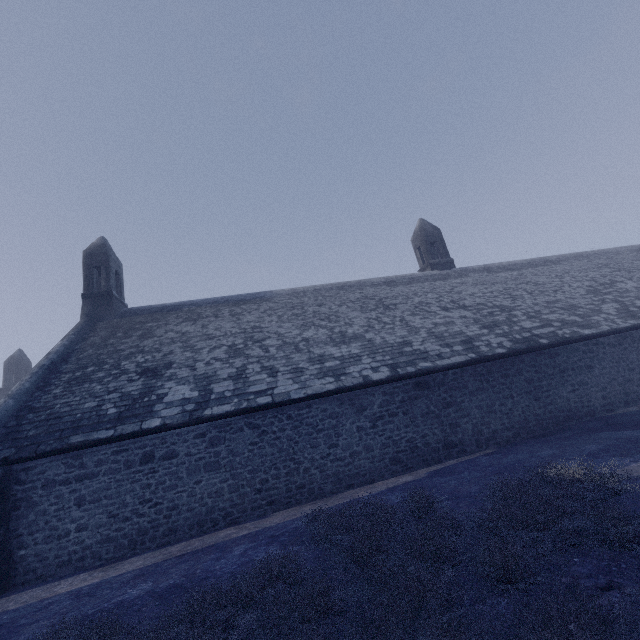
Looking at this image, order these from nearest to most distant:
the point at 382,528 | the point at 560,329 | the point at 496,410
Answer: the point at 382,528 → the point at 496,410 → the point at 560,329
